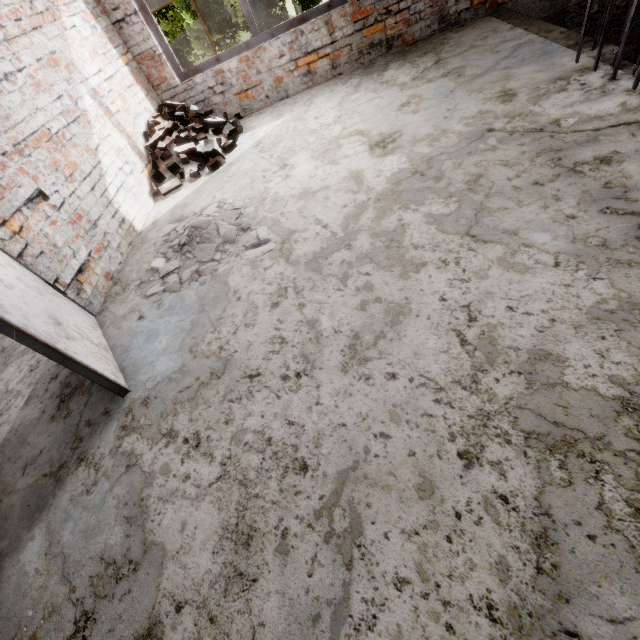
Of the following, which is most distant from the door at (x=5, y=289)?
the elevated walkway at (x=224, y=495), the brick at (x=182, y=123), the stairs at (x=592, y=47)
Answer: the stairs at (x=592, y=47)

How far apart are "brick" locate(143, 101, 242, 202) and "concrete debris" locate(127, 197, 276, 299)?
0.77m

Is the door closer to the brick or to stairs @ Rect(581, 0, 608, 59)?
the brick

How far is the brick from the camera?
4.1 meters

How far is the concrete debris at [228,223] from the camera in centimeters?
272cm

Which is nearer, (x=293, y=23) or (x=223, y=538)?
(x=223, y=538)

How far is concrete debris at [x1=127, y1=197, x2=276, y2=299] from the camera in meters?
2.7

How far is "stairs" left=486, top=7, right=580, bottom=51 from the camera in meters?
3.1 m
